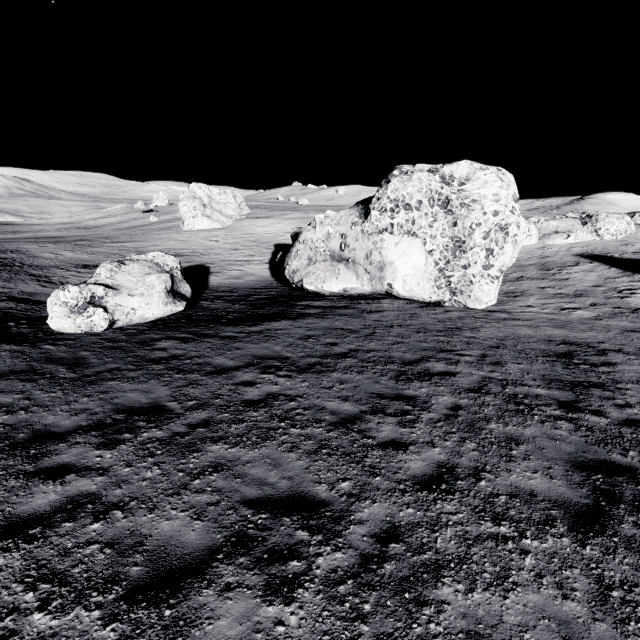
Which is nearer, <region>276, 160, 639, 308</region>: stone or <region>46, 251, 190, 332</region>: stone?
<region>46, 251, 190, 332</region>: stone

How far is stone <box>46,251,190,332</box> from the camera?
11.50m

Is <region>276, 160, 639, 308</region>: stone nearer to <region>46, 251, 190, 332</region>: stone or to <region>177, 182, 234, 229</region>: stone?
<region>46, 251, 190, 332</region>: stone

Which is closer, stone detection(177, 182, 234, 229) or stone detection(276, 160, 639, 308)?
stone detection(276, 160, 639, 308)

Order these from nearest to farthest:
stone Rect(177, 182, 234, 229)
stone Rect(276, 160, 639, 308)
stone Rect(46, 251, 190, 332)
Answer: stone Rect(46, 251, 190, 332)
stone Rect(276, 160, 639, 308)
stone Rect(177, 182, 234, 229)

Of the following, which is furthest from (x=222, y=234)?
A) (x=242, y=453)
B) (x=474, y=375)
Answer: (x=242, y=453)

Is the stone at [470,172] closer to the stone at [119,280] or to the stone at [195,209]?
the stone at [119,280]

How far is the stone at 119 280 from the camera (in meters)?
11.50
